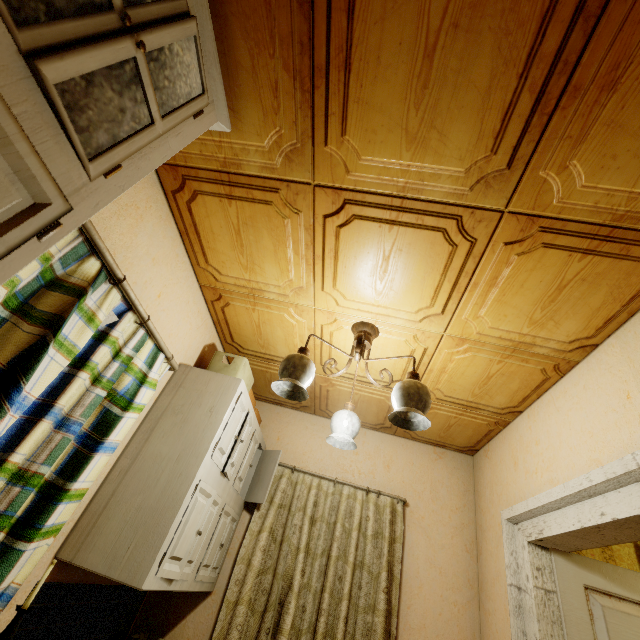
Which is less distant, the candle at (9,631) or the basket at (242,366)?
the candle at (9,631)

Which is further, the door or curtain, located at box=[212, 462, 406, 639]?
curtain, located at box=[212, 462, 406, 639]

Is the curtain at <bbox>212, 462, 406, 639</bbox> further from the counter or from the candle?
the candle

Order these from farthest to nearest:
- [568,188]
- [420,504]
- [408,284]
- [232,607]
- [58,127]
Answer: [420,504], [232,607], [408,284], [568,188], [58,127]

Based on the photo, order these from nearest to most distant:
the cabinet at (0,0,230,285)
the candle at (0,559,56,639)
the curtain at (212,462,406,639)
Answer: the cabinet at (0,0,230,285)
the candle at (0,559,56,639)
the curtain at (212,462,406,639)

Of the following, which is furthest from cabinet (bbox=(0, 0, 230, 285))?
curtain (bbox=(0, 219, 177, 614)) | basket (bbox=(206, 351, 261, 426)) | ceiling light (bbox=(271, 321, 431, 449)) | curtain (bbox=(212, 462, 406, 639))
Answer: curtain (bbox=(212, 462, 406, 639))

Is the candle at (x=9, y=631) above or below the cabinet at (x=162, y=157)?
below

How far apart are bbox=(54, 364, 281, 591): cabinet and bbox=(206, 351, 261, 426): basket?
0.1 meters
